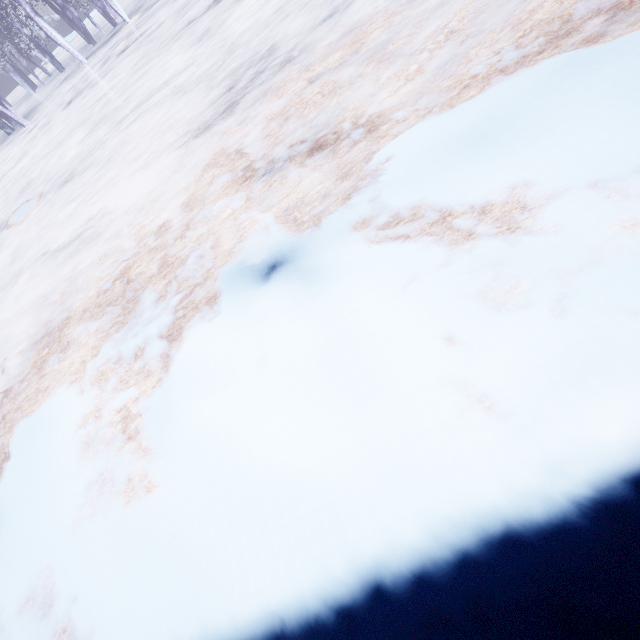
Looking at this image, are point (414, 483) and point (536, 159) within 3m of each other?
yes
